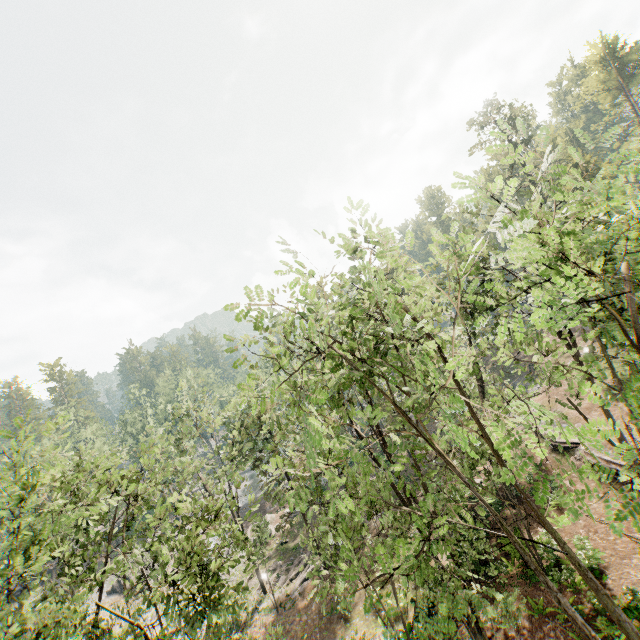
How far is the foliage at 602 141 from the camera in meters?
5.0 m

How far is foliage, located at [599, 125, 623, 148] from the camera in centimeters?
497cm

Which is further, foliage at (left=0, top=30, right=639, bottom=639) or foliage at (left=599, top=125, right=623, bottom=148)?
foliage at (left=0, top=30, right=639, bottom=639)

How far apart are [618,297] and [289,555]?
34.1m

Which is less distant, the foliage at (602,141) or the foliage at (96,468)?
the foliage at (602,141)
